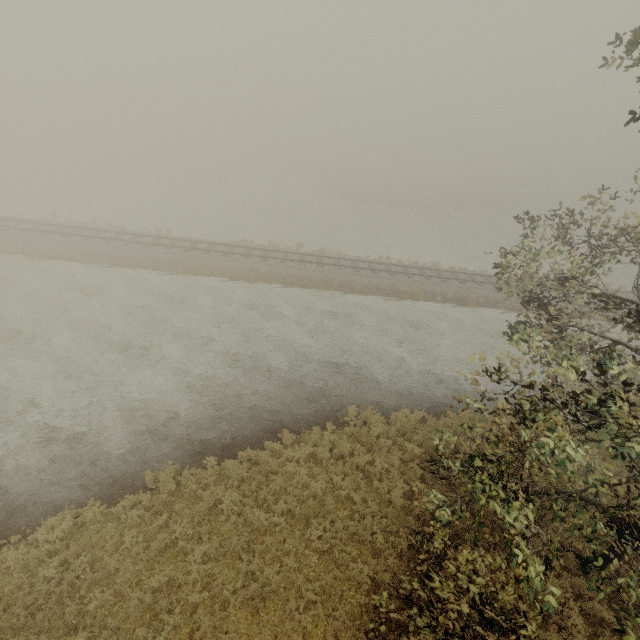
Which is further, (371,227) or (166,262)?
(371,227)
